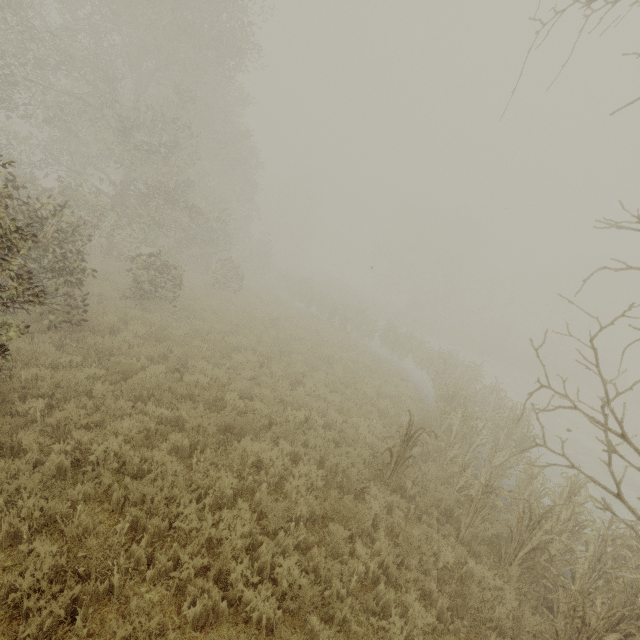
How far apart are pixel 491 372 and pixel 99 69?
32.9m
